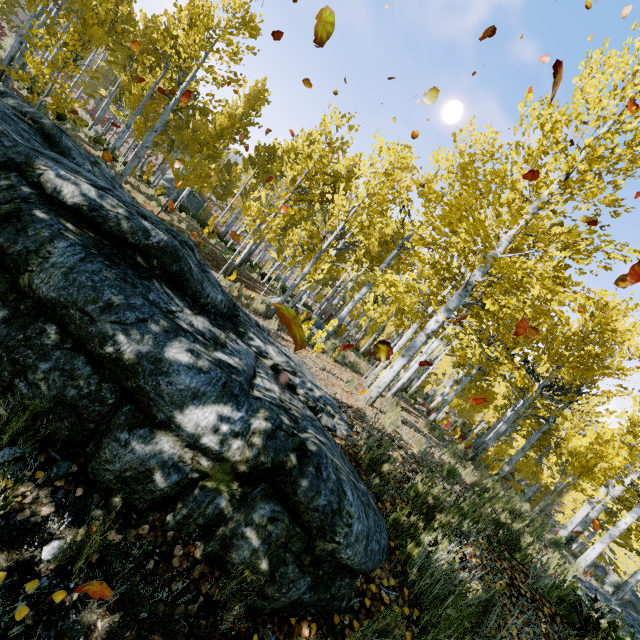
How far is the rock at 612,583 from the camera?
5.25m

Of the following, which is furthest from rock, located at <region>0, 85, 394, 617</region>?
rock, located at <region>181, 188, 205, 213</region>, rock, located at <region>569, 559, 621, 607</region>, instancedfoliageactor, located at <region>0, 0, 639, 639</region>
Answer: rock, located at <region>181, 188, 205, 213</region>

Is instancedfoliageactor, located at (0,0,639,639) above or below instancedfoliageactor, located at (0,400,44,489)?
above

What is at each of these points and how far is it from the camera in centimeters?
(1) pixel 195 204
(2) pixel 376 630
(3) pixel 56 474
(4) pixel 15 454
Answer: (1) rock, 3891cm
(2) instancedfoliageactor, 220cm
(3) instancedfoliageactor, 191cm
(4) instancedfoliageactor, 183cm

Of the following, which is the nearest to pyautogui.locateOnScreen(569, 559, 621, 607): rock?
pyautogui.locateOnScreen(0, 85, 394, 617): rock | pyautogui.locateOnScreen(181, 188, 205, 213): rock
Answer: pyautogui.locateOnScreen(0, 85, 394, 617): rock

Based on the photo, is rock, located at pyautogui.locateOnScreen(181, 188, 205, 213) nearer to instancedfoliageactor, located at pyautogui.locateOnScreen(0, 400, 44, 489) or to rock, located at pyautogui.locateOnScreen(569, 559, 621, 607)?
instancedfoliageactor, located at pyautogui.locateOnScreen(0, 400, 44, 489)

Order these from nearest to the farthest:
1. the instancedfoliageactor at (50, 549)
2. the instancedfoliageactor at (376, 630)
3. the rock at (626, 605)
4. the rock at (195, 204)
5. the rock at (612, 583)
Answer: the instancedfoliageactor at (50, 549)
the instancedfoliageactor at (376, 630)
the rock at (626, 605)
the rock at (612, 583)
the rock at (195, 204)

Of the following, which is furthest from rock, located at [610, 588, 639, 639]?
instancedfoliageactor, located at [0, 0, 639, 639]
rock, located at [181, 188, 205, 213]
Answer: rock, located at [181, 188, 205, 213]
